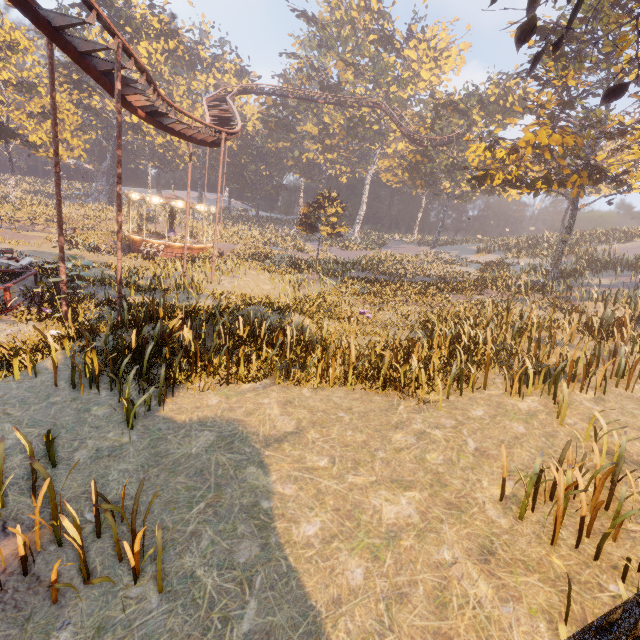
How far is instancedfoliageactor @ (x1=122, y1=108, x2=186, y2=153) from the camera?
48.0m

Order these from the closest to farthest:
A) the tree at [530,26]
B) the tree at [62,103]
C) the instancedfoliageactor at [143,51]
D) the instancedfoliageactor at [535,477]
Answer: the instancedfoliageactor at [535,477], the tree at [530,26], the tree at [62,103], the instancedfoliageactor at [143,51]

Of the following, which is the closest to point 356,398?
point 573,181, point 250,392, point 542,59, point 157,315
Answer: point 250,392

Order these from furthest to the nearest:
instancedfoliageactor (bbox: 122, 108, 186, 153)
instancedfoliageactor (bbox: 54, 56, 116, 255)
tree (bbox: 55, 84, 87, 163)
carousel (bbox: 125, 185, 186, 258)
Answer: instancedfoliageactor (bbox: 122, 108, 186, 153) → tree (bbox: 55, 84, 87, 163) → instancedfoliageactor (bbox: 54, 56, 116, 255) → carousel (bbox: 125, 185, 186, 258)

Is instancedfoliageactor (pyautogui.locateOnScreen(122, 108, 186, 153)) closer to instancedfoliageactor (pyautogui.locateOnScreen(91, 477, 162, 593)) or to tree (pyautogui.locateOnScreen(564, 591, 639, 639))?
tree (pyautogui.locateOnScreen(564, 591, 639, 639))

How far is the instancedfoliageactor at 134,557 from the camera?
3.8 meters

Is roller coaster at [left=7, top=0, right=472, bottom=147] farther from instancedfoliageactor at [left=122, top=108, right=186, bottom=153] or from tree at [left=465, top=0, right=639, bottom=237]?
instancedfoliageactor at [left=122, top=108, right=186, bottom=153]

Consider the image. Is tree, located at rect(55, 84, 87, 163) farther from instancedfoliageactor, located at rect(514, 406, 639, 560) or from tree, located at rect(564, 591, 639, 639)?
instancedfoliageactor, located at rect(514, 406, 639, 560)
